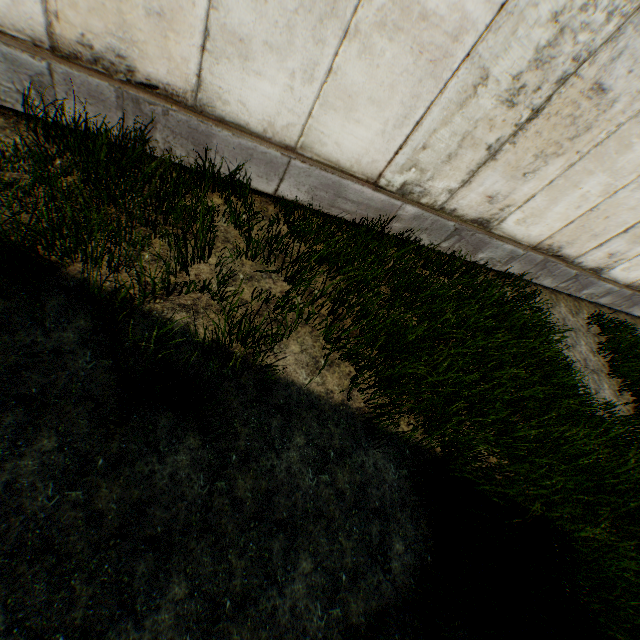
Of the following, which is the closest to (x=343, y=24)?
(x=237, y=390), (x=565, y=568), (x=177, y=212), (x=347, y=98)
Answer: (x=347, y=98)
